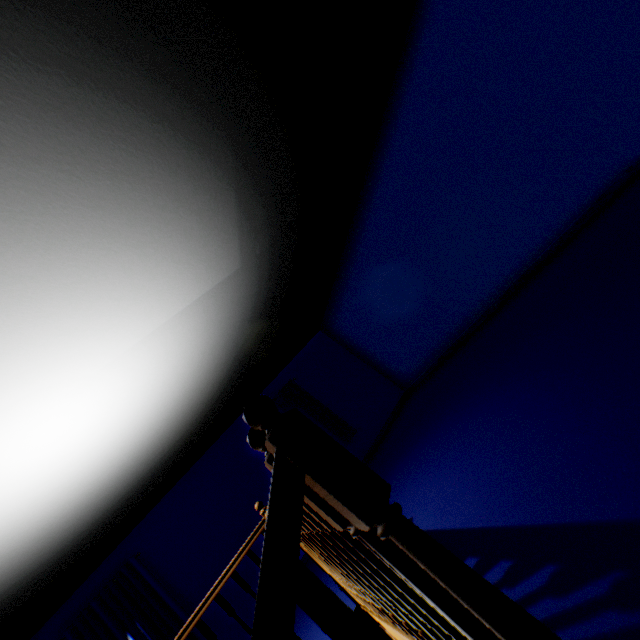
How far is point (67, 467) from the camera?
3.6m

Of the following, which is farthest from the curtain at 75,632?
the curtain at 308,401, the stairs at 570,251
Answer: the curtain at 308,401

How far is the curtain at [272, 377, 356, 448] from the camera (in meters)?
8.06

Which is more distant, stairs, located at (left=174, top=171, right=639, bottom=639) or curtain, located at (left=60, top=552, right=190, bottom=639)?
curtain, located at (left=60, top=552, right=190, bottom=639)

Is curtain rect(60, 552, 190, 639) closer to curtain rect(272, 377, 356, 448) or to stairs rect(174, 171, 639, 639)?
stairs rect(174, 171, 639, 639)

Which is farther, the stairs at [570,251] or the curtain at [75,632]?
the curtain at [75,632]

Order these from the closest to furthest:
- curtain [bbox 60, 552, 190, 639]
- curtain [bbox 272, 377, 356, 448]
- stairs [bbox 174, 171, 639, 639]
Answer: stairs [bbox 174, 171, 639, 639]
curtain [bbox 60, 552, 190, 639]
curtain [bbox 272, 377, 356, 448]

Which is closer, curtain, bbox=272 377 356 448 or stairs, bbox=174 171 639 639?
stairs, bbox=174 171 639 639
